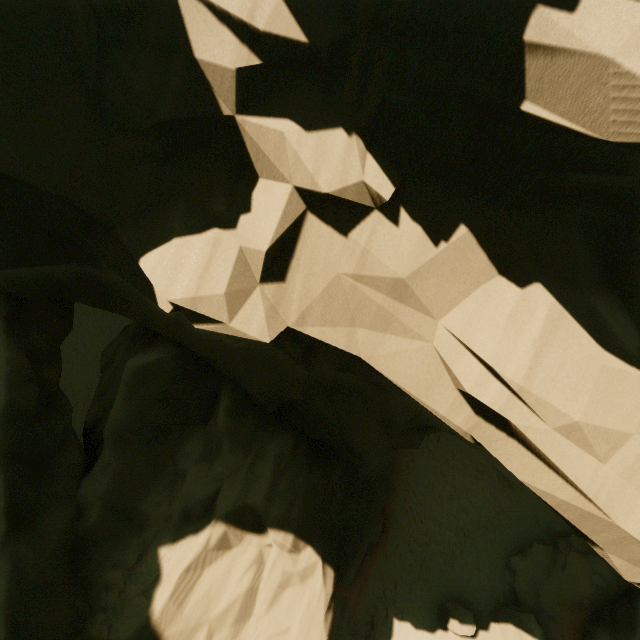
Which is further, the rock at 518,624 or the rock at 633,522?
the rock at 518,624

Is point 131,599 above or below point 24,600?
below

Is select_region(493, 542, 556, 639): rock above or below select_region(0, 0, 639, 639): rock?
below

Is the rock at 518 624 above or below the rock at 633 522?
below

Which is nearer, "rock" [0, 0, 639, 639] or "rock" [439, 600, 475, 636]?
"rock" [0, 0, 639, 639]
